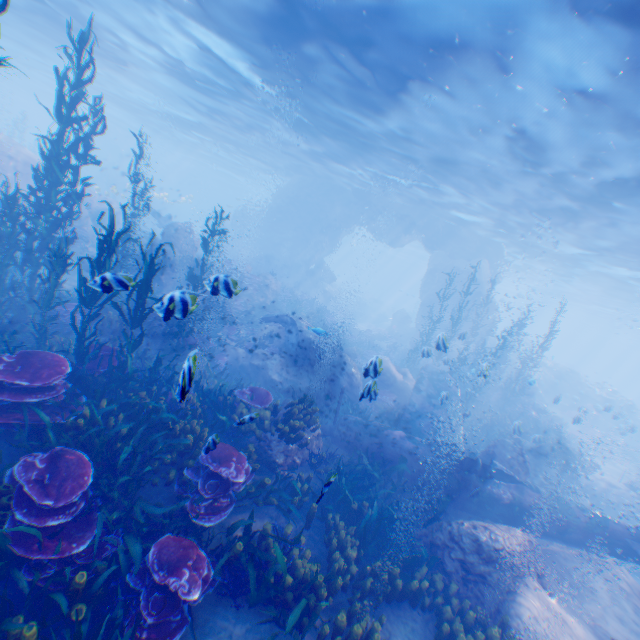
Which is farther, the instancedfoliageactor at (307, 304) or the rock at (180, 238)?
the rock at (180, 238)

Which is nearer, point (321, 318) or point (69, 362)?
point (69, 362)

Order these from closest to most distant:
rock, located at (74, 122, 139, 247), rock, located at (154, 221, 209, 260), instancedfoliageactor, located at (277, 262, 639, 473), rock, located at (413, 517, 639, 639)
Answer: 1. rock, located at (413, 517, 639, 639)
2. instancedfoliageactor, located at (277, 262, 639, 473)
3. rock, located at (154, 221, 209, 260)
4. rock, located at (74, 122, 139, 247)

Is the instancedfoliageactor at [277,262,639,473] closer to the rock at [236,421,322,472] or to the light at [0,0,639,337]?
the rock at [236,421,322,472]

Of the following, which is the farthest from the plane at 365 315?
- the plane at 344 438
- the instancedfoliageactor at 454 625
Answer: the plane at 344 438

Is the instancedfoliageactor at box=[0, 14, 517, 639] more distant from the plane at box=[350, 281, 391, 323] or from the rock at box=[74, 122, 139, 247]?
the plane at box=[350, 281, 391, 323]

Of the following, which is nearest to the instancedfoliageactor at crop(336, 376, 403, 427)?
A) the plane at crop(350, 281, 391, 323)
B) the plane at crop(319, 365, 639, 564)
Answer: the plane at crop(319, 365, 639, 564)

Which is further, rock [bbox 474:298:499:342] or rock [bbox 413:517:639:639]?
rock [bbox 474:298:499:342]
